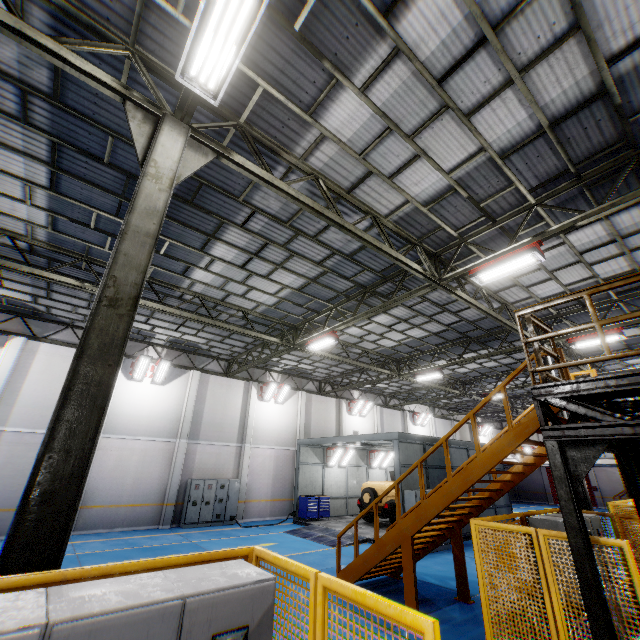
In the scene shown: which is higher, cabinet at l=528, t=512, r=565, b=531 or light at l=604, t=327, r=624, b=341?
light at l=604, t=327, r=624, b=341

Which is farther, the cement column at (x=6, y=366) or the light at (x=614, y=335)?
the cement column at (x=6, y=366)

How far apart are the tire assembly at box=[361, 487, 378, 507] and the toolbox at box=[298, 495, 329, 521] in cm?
230

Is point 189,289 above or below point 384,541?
above

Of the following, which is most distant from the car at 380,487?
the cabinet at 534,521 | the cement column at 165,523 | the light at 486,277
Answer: the light at 486,277

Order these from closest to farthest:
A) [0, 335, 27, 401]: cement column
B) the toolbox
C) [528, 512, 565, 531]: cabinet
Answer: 1. [528, 512, 565, 531]: cabinet
2. [0, 335, 27, 401]: cement column
3. the toolbox

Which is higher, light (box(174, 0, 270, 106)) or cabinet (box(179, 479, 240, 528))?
light (box(174, 0, 270, 106))

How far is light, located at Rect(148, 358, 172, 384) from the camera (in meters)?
17.31
